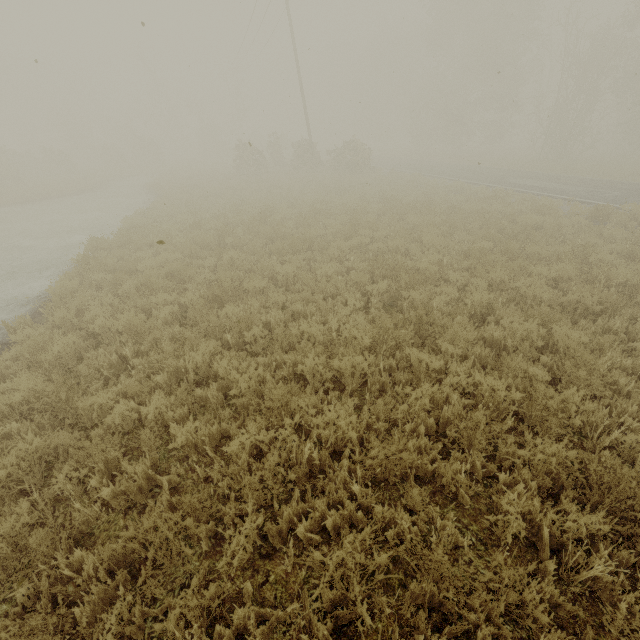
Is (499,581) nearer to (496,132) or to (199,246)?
(199,246)

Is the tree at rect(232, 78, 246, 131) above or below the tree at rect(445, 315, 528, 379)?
above

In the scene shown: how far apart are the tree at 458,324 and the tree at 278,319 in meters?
3.2

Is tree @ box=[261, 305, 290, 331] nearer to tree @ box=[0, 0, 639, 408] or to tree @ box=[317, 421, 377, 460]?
tree @ box=[317, 421, 377, 460]

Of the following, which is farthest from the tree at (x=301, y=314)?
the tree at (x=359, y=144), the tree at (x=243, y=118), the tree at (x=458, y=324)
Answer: the tree at (x=243, y=118)

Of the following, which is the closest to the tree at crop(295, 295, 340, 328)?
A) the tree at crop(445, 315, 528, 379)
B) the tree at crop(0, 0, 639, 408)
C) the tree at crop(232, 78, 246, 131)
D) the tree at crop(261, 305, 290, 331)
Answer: the tree at crop(261, 305, 290, 331)

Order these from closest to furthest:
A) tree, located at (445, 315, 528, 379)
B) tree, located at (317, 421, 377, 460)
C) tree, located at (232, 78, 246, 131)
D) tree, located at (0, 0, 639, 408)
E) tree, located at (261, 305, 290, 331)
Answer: tree, located at (317, 421, 377, 460) → tree, located at (445, 315, 528, 379) → tree, located at (261, 305, 290, 331) → tree, located at (0, 0, 639, 408) → tree, located at (232, 78, 246, 131)

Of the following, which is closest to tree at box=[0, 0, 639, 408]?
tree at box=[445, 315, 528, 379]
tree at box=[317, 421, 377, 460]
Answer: tree at box=[445, 315, 528, 379]
